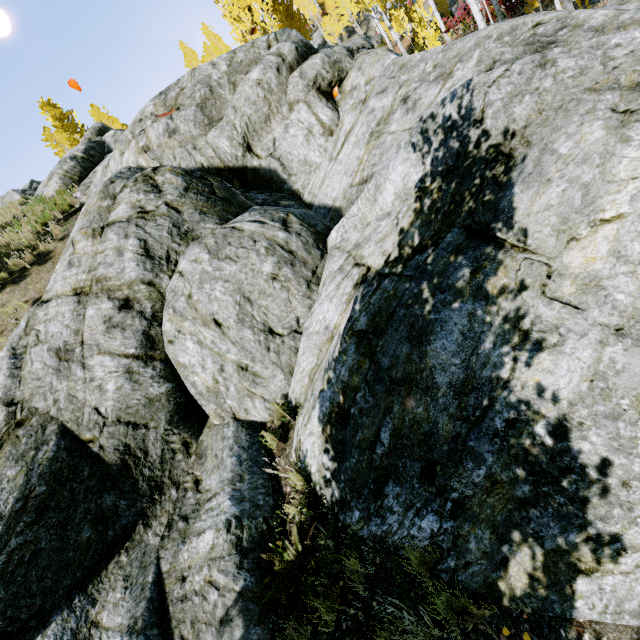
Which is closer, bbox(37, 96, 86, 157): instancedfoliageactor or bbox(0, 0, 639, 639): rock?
bbox(0, 0, 639, 639): rock

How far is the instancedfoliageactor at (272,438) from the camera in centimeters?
473cm

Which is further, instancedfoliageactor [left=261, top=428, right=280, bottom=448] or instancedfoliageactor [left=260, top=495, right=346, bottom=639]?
instancedfoliageactor [left=261, top=428, right=280, bottom=448]

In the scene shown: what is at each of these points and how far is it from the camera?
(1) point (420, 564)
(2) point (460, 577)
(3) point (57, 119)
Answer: (1) instancedfoliageactor, 3.0m
(2) rock, 2.8m
(3) instancedfoliageactor, 30.1m

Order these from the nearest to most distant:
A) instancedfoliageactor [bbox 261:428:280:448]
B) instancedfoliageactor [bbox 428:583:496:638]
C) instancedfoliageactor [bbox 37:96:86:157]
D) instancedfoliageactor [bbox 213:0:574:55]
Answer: instancedfoliageactor [bbox 428:583:496:638] → instancedfoliageactor [bbox 261:428:280:448] → instancedfoliageactor [bbox 213:0:574:55] → instancedfoliageactor [bbox 37:96:86:157]

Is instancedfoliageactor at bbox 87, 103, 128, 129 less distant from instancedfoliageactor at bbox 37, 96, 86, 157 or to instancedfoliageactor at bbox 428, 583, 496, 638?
instancedfoliageactor at bbox 37, 96, 86, 157

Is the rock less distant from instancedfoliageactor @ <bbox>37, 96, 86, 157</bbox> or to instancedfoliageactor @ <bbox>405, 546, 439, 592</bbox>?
instancedfoliageactor @ <bbox>405, 546, 439, 592</bbox>
